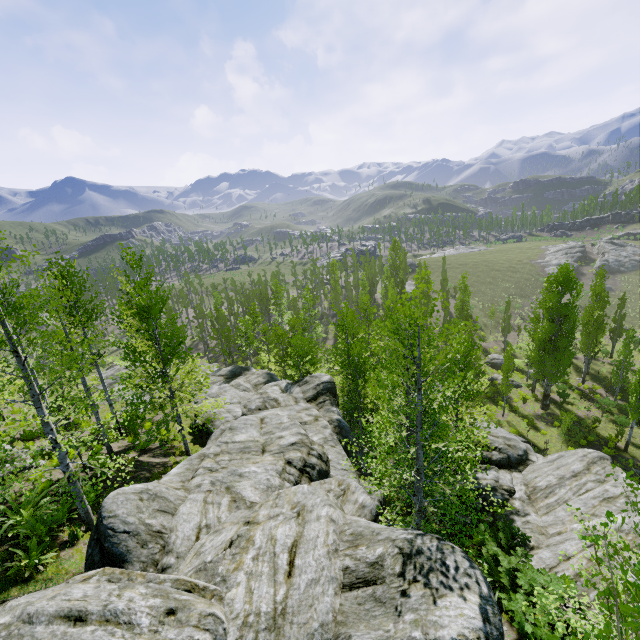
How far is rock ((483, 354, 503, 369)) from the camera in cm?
4147

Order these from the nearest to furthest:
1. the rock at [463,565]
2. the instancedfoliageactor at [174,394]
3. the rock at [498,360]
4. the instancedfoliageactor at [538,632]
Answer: the rock at [463,565] → the instancedfoliageactor at [174,394] → the instancedfoliageactor at [538,632] → the rock at [498,360]

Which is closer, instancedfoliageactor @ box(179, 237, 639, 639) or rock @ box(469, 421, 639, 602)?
instancedfoliageactor @ box(179, 237, 639, 639)

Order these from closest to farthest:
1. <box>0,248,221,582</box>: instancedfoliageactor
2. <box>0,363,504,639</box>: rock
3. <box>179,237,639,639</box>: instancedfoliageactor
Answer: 1. <box>0,363,504,639</box>: rock
2. <box>0,248,221,582</box>: instancedfoliageactor
3. <box>179,237,639,639</box>: instancedfoliageactor

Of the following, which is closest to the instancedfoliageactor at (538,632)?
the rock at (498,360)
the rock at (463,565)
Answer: the rock at (463,565)

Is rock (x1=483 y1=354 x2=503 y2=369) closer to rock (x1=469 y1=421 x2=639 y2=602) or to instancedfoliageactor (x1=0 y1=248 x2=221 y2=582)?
instancedfoliageactor (x1=0 y1=248 x2=221 y2=582)

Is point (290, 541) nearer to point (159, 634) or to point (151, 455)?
point (159, 634)
